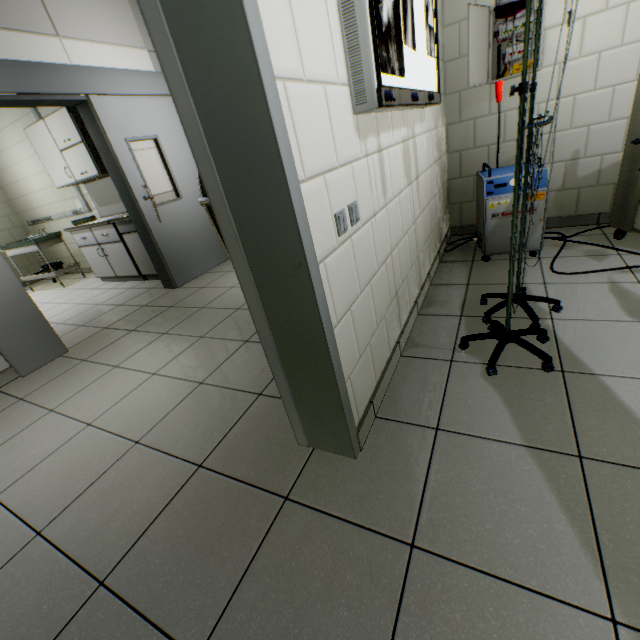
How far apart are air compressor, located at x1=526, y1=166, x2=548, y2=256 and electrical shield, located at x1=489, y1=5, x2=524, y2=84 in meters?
0.7

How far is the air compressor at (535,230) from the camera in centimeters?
236cm

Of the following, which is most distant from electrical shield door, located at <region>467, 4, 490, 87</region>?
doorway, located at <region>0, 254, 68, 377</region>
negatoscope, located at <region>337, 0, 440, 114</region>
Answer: doorway, located at <region>0, 254, 68, 377</region>

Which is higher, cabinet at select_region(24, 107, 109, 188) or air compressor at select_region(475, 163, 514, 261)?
cabinet at select_region(24, 107, 109, 188)

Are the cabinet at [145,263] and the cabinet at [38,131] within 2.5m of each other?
yes

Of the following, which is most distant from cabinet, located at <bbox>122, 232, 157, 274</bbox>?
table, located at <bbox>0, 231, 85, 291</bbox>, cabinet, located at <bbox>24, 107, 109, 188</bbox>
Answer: table, located at <bbox>0, 231, 85, 291</bbox>

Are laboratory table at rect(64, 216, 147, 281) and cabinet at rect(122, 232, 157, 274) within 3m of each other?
yes

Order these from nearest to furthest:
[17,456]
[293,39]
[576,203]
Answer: [293,39] < [17,456] < [576,203]
